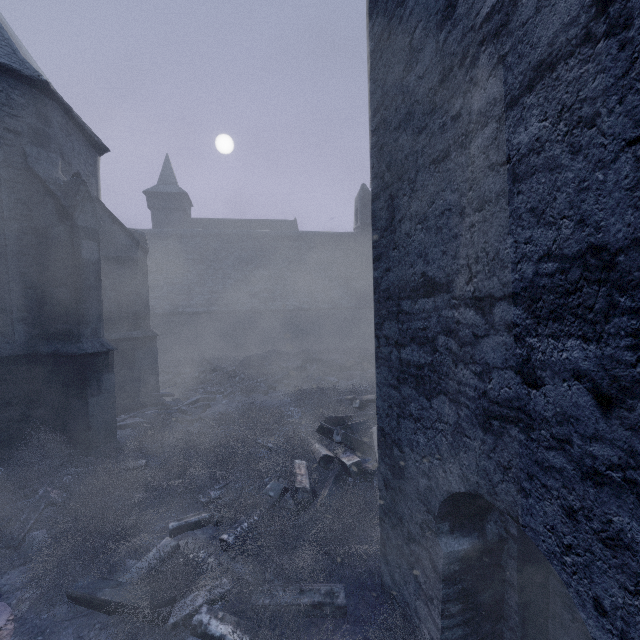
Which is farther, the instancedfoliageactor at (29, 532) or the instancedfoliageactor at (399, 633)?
the instancedfoliageactor at (29, 532)

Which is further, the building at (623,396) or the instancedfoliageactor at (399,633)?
the instancedfoliageactor at (399,633)

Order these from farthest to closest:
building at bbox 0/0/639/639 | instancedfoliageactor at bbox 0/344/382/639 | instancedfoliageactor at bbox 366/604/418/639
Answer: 1. instancedfoliageactor at bbox 0/344/382/639
2. instancedfoliageactor at bbox 366/604/418/639
3. building at bbox 0/0/639/639

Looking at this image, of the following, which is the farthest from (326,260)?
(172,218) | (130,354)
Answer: (172,218)

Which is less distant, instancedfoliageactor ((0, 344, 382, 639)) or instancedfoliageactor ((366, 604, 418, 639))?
instancedfoliageactor ((366, 604, 418, 639))

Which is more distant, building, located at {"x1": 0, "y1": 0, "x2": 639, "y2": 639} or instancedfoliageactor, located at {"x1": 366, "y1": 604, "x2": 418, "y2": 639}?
instancedfoliageactor, located at {"x1": 366, "y1": 604, "x2": 418, "y2": 639}

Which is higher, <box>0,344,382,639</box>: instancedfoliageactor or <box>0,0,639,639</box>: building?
<box>0,0,639,639</box>: building
